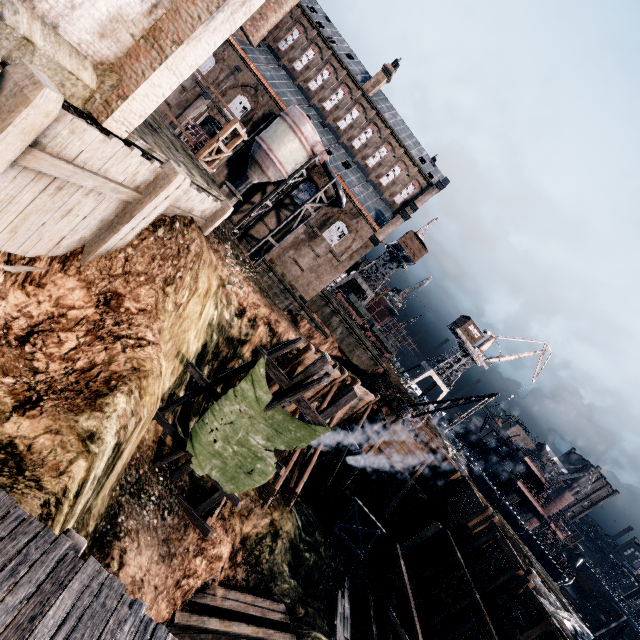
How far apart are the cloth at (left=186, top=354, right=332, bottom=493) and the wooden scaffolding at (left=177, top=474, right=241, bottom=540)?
0.01m

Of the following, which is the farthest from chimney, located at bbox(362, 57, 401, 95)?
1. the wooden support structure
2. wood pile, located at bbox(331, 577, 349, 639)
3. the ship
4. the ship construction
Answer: the ship

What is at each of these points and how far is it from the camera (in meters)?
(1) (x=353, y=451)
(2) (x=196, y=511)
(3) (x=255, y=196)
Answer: (1) pipe, 26.22
(2) wooden scaffolding, 15.22
(3) building, 37.34

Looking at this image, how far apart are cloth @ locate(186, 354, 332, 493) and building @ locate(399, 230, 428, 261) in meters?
49.2

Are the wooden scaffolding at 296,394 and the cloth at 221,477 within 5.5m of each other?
yes

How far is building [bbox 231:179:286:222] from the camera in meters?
37.2

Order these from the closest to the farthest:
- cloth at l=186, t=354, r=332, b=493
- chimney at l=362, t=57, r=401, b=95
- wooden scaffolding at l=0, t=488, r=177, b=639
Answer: wooden scaffolding at l=0, t=488, r=177, b=639 < cloth at l=186, t=354, r=332, b=493 < chimney at l=362, t=57, r=401, b=95

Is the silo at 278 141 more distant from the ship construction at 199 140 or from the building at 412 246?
the building at 412 246
